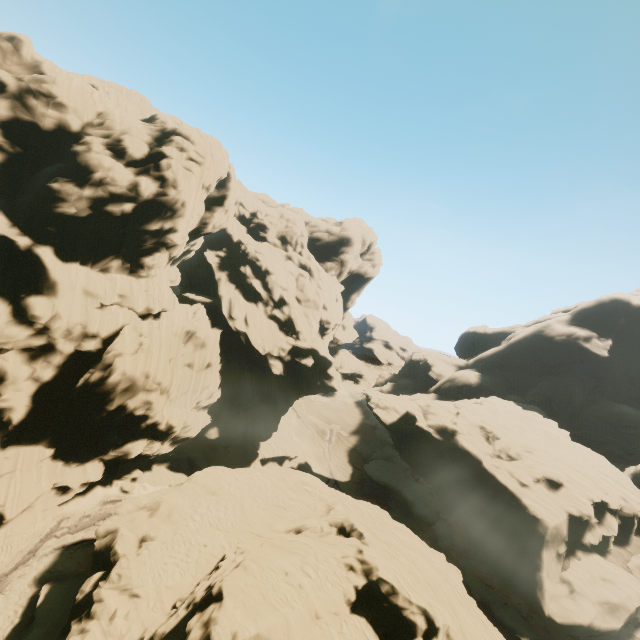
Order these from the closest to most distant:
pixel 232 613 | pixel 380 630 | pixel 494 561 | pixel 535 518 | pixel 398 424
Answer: pixel 232 613 < pixel 380 630 < pixel 494 561 < pixel 535 518 < pixel 398 424
